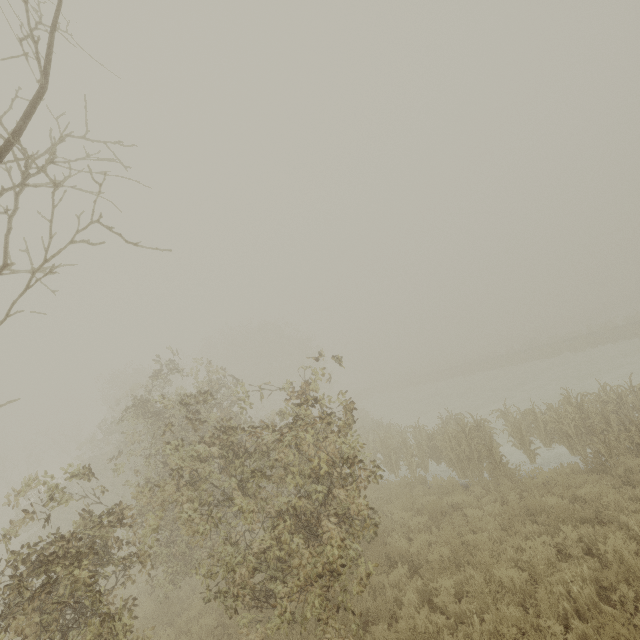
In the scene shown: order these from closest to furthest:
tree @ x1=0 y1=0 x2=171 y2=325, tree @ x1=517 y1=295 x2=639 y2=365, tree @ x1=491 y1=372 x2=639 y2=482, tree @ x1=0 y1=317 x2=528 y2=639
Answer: tree @ x1=0 y1=0 x2=171 y2=325 → tree @ x1=0 y1=317 x2=528 y2=639 → tree @ x1=491 y1=372 x2=639 y2=482 → tree @ x1=517 y1=295 x2=639 y2=365

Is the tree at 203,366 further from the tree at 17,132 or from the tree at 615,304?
the tree at 615,304

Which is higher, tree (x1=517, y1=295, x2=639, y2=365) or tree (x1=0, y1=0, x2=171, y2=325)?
tree (x1=0, y1=0, x2=171, y2=325)

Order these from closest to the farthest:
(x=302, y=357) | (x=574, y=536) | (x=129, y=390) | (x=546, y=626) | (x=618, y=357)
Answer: (x=546, y=626), (x=574, y=536), (x=618, y=357), (x=129, y=390), (x=302, y=357)

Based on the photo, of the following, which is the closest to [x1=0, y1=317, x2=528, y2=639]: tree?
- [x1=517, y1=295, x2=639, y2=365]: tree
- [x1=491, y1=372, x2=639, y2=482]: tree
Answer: [x1=491, y1=372, x2=639, y2=482]: tree

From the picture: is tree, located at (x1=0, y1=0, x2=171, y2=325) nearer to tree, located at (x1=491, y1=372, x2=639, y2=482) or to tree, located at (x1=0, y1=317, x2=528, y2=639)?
tree, located at (x1=0, y1=317, x2=528, y2=639)

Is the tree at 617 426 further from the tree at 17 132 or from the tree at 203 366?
the tree at 17 132
